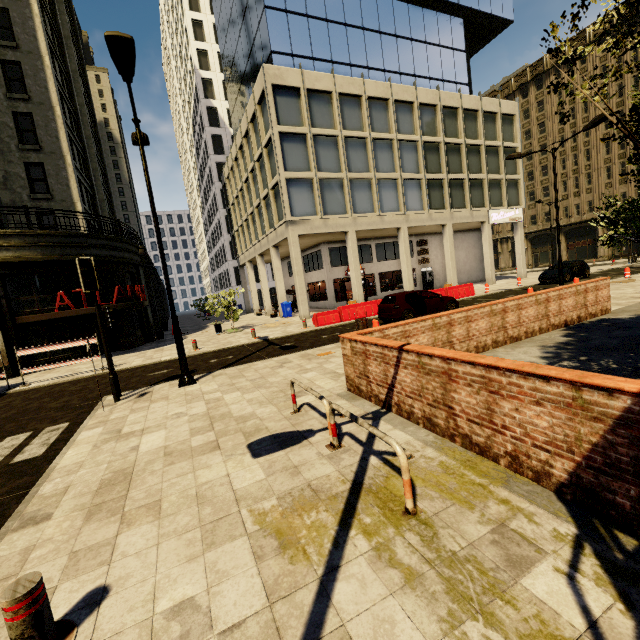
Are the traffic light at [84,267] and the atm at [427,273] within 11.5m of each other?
no

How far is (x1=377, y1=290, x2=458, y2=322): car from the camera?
14.49m

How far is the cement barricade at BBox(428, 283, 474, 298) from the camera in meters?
21.9 m

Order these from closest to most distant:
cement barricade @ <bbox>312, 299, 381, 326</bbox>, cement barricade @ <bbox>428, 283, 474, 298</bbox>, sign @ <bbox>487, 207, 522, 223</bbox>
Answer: cement barricade @ <bbox>312, 299, 381, 326</bbox>, cement barricade @ <bbox>428, 283, 474, 298</bbox>, sign @ <bbox>487, 207, 522, 223</bbox>

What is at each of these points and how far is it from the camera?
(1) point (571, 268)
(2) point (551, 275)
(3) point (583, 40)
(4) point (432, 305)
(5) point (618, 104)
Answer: (1) car, 23.34m
(2) car, 23.38m
(3) building, 40.19m
(4) car, 15.09m
(5) building, 38.69m

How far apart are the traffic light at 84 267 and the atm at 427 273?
29.13m

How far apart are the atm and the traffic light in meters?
29.1 m

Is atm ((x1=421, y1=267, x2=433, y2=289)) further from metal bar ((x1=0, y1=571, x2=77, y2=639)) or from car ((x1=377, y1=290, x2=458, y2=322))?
metal bar ((x1=0, y1=571, x2=77, y2=639))
